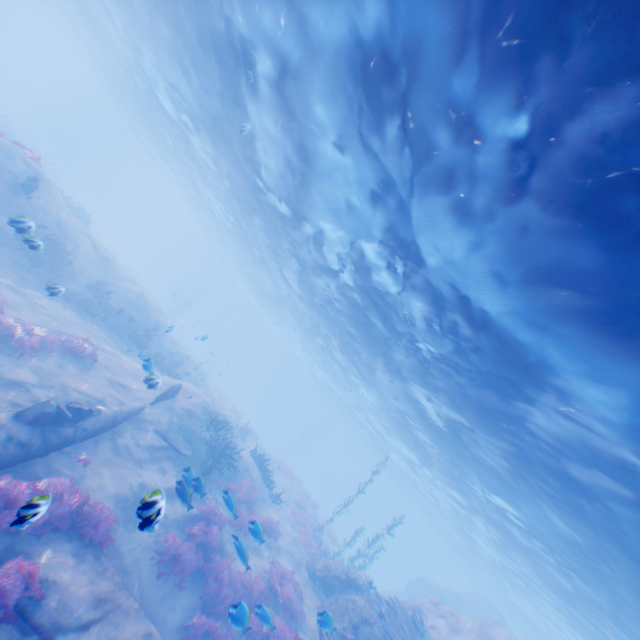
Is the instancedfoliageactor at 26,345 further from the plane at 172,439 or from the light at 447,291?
the light at 447,291

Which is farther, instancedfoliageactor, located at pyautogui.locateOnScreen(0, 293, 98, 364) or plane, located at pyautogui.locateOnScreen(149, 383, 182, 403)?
plane, located at pyautogui.locateOnScreen(149, 383, 182, 403)

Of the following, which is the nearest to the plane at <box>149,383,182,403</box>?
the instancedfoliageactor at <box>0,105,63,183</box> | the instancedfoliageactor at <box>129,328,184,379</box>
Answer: the instancedfoliageactor at <box>129,328,184,379</box>

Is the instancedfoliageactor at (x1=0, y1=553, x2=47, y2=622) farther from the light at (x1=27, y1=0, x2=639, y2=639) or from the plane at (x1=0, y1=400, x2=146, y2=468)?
the light at (x1=27, y1=0, x2=639, y2=639)

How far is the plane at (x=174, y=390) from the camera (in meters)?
13.77

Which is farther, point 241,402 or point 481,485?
point 241,402

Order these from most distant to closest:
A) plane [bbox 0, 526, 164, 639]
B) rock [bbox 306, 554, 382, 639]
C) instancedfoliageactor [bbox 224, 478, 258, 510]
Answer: instancedfoliageactor [bbox 224, 478, 258, 510] → rock [bbox 306, 554, 382, 639] → plane [bbox 0, 526, 164, 639]

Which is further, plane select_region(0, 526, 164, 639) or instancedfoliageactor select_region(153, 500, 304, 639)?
instancedfoliageactor select_region(153, 500, 304, 639)
